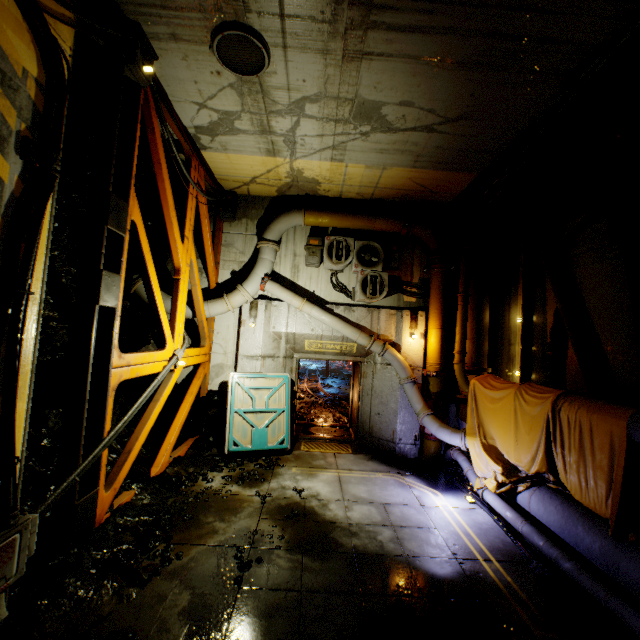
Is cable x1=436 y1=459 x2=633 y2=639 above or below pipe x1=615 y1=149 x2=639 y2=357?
below

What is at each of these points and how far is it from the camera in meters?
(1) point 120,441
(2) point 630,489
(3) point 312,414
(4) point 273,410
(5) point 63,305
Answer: (1) rock, 6.5 m
(2) pipe, 4.5 m
(3) rock, 12.0 m
(4) door, 8.4 m
(5) rock, 5.9 m

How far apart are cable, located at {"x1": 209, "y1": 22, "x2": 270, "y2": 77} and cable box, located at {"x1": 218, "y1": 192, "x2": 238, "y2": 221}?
4.3 meters

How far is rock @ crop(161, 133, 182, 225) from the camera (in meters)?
7.11

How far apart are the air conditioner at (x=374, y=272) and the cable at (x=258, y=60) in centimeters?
429cm

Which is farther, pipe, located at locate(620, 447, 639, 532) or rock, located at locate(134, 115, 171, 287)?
rock, located at locate(134, 115, 171, 287)

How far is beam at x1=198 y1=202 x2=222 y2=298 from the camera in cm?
803

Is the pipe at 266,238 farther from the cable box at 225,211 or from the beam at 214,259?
the cable box at 225,211
